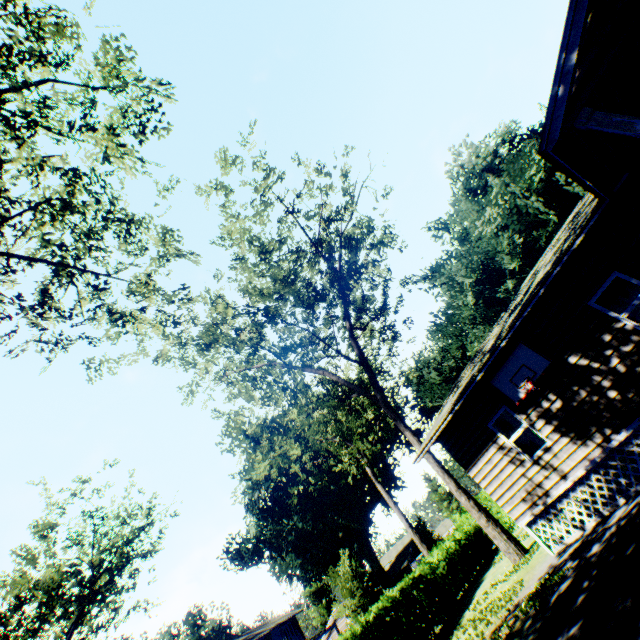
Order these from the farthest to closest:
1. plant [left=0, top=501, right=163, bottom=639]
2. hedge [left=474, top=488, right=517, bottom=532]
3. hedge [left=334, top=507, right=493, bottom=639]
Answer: plant [left=0, top=501, right=163, bottom=639] < hedge [left=474, top=488, right=517, bottom=532] < hedge [left=334, top=507, right=493, bottom=639]

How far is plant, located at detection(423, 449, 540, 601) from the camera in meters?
12.6

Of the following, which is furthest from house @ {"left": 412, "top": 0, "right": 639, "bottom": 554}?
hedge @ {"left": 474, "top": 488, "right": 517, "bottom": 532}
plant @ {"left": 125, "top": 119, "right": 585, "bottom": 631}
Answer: hedge @ {"left": 474, "top": 488, "right": 517, "bottom": 532}

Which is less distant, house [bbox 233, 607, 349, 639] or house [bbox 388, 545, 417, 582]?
house [bbox 233, 607, 349, 639]

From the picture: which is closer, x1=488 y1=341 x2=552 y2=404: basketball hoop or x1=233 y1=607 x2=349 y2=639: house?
x1=488 y1=341 x2=552 y2=404: basketball hoop

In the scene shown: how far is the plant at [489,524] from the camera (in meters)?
12.64

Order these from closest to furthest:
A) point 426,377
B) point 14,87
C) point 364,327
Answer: point 14,87, point 364,327, point 426,377

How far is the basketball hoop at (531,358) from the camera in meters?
9.5
